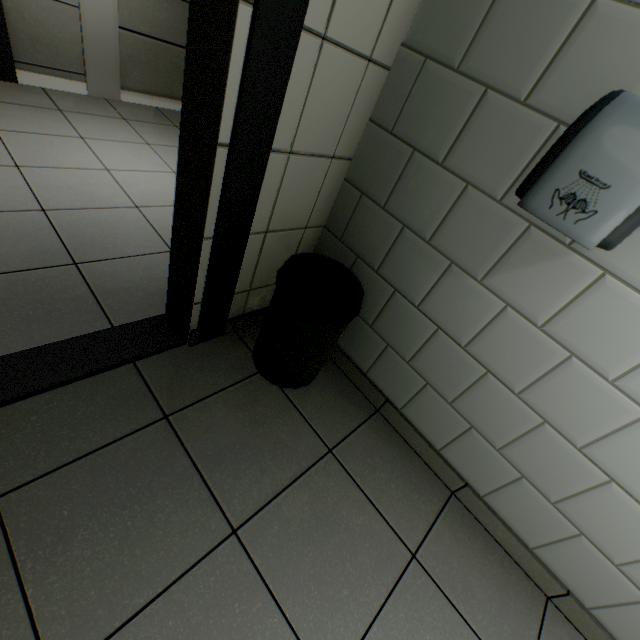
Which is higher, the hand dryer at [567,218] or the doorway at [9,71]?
the hand dryer at [567,218]

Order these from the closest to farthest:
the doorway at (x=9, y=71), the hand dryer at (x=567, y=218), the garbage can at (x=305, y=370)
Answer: the hand dryer at (x=567, y=218) → the garbage can at (x=305, y=370) → the doorway at (x=9, y=71)

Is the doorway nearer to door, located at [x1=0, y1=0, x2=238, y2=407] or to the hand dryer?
door, located at [x1=0, y1=0, x2=238, y2=407]

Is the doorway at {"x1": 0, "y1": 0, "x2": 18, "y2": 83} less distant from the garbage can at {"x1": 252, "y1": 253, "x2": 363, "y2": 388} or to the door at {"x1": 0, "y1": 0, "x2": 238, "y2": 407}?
the door at {"x1": 0, "y1": 0, "x2": 238, "y2": 407}

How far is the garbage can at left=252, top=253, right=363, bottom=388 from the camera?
1.25m

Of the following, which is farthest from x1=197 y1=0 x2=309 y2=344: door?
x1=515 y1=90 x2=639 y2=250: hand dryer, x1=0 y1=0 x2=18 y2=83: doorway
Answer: x1=0 y1=0 x2=18 y2=83: doorway

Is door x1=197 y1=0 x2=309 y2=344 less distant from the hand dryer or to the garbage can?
the garbage can

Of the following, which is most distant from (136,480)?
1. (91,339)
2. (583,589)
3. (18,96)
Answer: (18,96)
